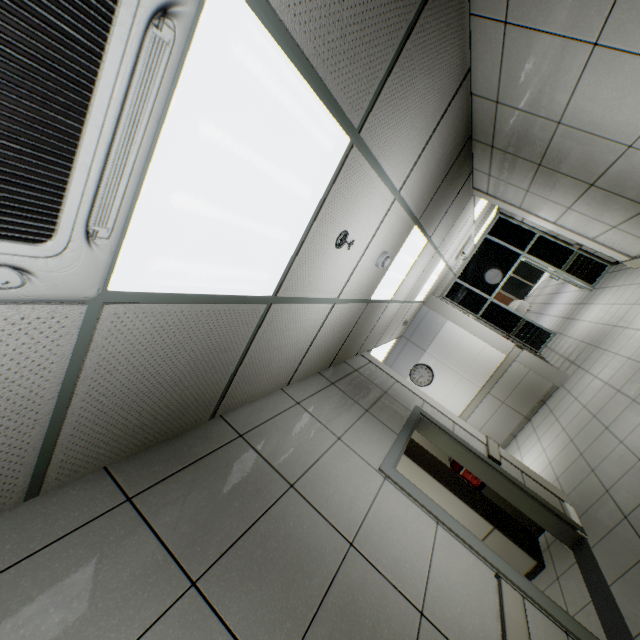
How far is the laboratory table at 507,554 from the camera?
3.78m

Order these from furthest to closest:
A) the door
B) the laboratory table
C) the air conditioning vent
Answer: the laboratory table → the door → the air conditioning vent

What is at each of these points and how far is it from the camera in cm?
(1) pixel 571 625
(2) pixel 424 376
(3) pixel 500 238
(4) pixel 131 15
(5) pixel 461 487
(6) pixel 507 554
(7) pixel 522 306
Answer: (1) door, 221
(2) clock, 791
(3) doorway, 998
(4) air conditioning vent, 69
(5) cabinet, 433
(6) laboratory table, 387
(7) sofa, 1614

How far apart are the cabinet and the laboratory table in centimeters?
1cm

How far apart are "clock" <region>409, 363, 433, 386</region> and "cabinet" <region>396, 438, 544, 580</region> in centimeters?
326cm

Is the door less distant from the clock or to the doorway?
the clock

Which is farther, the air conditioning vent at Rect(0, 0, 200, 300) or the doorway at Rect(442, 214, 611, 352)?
the doorway at Rect(442, 214, 611, 352)

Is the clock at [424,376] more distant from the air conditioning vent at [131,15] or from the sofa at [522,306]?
the sofa at [522,306]
